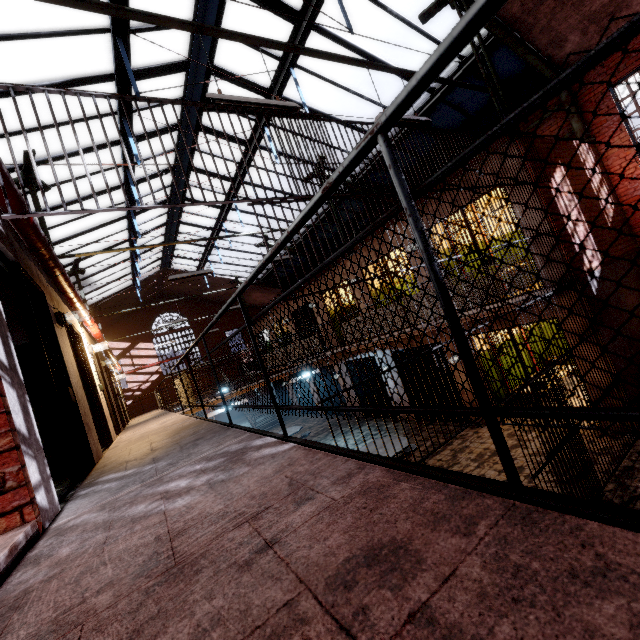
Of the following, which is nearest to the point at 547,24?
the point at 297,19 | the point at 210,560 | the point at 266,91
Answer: the point at 297,19

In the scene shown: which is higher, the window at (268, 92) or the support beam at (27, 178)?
the window at (268, 92)

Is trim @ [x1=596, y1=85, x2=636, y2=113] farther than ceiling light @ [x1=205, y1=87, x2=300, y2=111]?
Yes

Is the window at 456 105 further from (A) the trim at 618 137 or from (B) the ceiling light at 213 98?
(B) the ceiling light at 213 98

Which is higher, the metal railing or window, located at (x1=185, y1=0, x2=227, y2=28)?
window, located at (x1=185, y1=0, x2=227, y2=28)

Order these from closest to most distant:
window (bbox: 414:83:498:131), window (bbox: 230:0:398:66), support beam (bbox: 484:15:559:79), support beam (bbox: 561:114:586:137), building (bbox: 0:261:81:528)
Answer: building (bbox: 0:261:81:528) → window (bbox: 230:0:398:66) → support beam (bbox: 484:15:559:79) → support beam (bbox: 561:114:586:137) → window (bbox: 414:83:498:131)

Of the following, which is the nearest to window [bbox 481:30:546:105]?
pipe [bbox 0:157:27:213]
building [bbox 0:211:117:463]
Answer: building [bbox 0:211:117:463]

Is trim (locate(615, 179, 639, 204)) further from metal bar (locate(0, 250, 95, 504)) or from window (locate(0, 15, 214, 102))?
metal bar (locate(0, 250, 95, 504))
